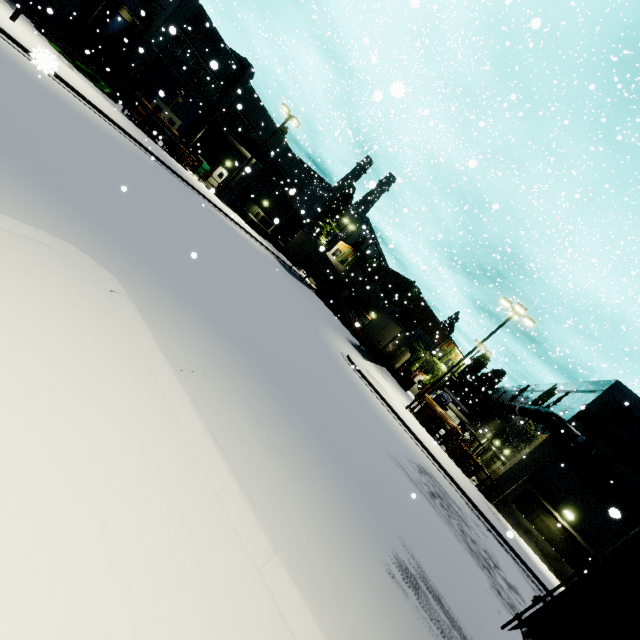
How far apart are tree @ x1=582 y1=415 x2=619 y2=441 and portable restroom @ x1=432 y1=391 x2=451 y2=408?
14.2m

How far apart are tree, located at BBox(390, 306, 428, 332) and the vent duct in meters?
13.9

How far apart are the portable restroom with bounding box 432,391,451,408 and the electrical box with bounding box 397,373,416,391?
4.0m

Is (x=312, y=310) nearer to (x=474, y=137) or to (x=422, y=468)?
(x=422, y=468)

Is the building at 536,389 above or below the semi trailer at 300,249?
above

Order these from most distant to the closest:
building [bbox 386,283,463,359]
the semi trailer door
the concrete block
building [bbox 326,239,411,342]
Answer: building [bbox 326,239,411,342]
building [bbox 386,283,463,359]
the concrete block
the semi trailer door

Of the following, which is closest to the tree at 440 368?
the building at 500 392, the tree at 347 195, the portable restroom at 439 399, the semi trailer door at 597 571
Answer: the portable restroom at 439 399

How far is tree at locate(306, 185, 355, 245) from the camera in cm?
4650
